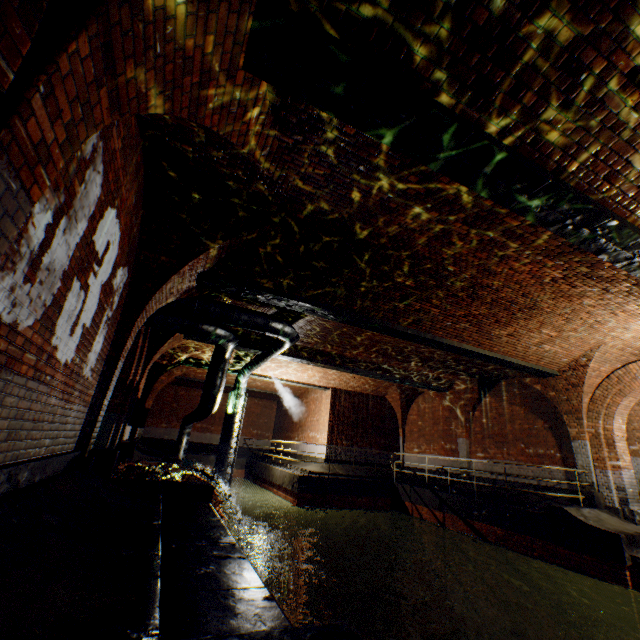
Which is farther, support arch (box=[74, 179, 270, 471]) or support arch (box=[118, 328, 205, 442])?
support arch (box=[118, 328, 205, 442])

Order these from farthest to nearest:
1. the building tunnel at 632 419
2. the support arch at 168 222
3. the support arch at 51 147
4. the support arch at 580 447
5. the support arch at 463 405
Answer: the support arch at 463 405 → the building tunnel at 632 419 → the support arch at 580 447 → the support arch at 168 222 → the support arch at 51 147

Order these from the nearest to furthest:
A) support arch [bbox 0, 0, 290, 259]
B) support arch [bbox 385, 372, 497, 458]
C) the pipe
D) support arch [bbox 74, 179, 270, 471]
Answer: support arch [bbox 0, 0, 290, 259], support arch [bbox 74, 179, 270, 471], the pipe, support arch [bbox 385, 372, 497, 458]

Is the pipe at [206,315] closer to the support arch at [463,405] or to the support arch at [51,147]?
the support arch at [51,147]

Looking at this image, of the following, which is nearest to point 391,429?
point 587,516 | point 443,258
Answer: point 587,516

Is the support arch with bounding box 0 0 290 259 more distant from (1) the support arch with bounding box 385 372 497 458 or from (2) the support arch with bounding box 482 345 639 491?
(1) the support arch with bounding box 385 372 497 458

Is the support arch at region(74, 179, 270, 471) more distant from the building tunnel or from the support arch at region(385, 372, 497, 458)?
the support arch at region(385, 372, 497, 458)

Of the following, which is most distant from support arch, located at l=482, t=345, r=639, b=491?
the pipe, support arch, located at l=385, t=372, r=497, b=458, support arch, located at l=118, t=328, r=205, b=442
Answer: support arch, located at l=118, t=328, r=205, b=442
